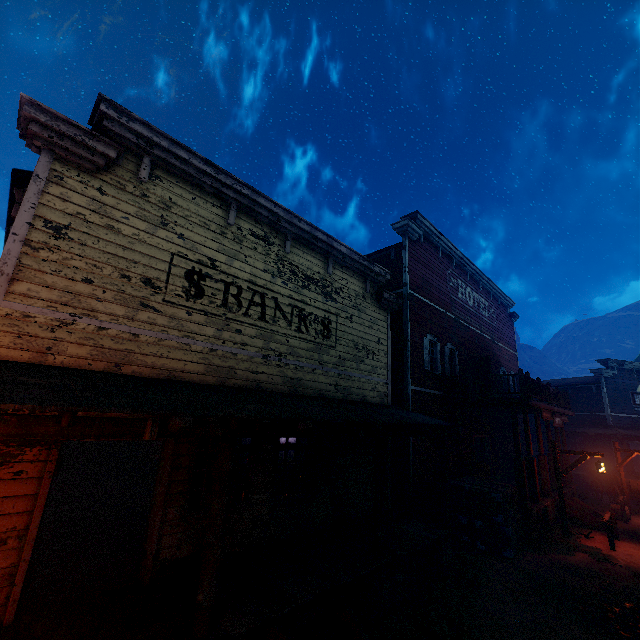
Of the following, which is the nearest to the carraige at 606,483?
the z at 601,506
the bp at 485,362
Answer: the z at 601,506

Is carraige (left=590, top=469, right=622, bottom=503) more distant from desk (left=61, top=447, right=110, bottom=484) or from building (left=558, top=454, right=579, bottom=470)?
desk (left=61, top=447, right=110, bottom=484)

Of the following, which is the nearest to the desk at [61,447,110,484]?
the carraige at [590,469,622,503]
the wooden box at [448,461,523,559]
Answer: the wooden box at [448,461,523,559]

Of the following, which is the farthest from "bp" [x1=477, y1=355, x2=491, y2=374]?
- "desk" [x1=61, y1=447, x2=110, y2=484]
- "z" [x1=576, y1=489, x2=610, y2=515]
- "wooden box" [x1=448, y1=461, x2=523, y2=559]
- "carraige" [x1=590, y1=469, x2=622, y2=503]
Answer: "desk" [x1=61, y1=447, x2=110, y2=484]

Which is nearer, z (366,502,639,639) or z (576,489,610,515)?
z (366,502,639,639)

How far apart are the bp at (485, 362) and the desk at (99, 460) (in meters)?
16.39

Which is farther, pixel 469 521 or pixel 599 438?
pixel 599 438

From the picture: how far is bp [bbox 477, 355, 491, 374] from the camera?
16.0m
